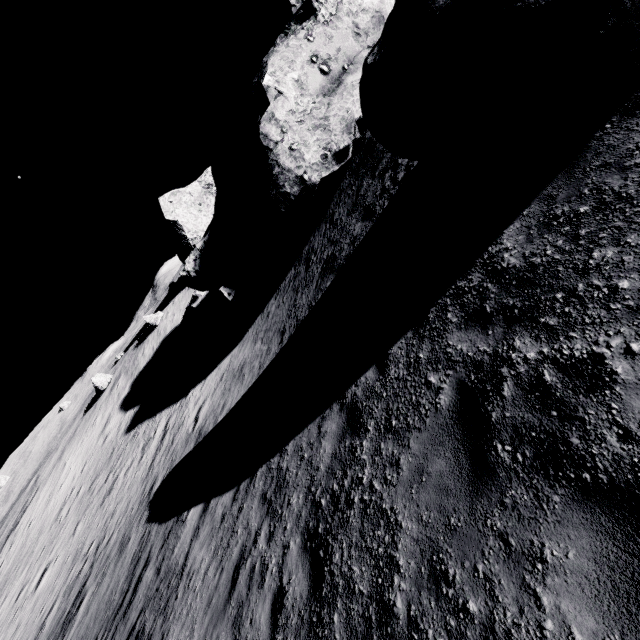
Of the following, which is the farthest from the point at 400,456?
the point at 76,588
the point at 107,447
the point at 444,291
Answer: the point at 107,447

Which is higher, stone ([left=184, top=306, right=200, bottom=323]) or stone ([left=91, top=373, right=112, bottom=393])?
stone ([left=91, top=373, right=112, bottom=393])

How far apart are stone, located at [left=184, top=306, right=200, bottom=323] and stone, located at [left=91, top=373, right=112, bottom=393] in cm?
1346

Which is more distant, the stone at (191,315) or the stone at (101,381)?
the stone at (101,381)

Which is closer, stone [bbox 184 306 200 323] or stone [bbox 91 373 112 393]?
stone [bbox 184 306 200 323]

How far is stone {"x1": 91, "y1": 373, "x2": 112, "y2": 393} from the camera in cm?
3466

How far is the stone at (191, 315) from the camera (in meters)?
30.19

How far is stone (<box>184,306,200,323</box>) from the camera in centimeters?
3019cm
